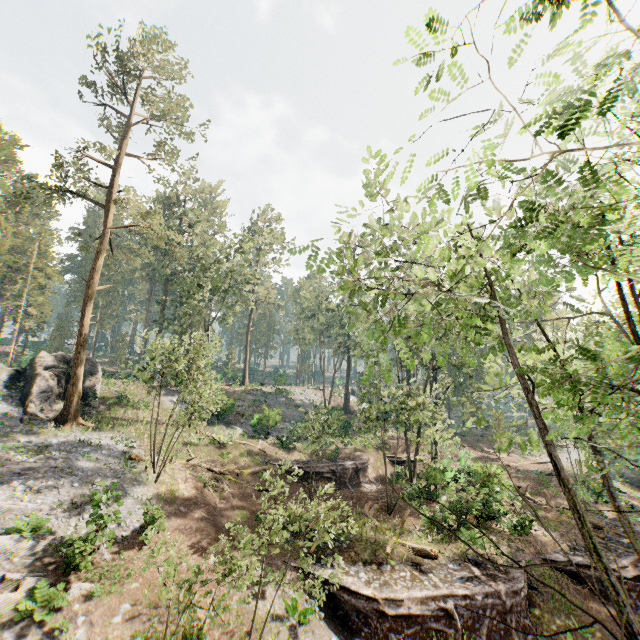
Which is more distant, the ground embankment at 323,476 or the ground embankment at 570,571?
the ground embankment at 323,476

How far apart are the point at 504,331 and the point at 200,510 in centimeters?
1926cm

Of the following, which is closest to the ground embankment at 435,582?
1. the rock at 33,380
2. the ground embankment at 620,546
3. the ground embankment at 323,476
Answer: the ground embankment at 620,546

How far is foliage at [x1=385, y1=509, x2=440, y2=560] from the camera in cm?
1656

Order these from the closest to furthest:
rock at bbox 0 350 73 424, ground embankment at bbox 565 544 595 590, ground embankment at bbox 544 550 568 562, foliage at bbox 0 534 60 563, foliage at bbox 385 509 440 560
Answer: foliage at bbox 0 534 60 563 < foliage at bbox 385 509 440 560 < ground embankment at bbox 565 544 595 590 < ground embankment at bbox 544 550 568 562 < rock at bbox 0 350 73 424

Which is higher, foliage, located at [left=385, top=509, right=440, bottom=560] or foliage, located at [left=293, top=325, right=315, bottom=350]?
foliage, located at [left=293, top=325, right=315, bottom=350]

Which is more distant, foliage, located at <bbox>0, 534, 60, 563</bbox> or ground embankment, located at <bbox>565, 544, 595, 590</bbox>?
ground embankment, located at <bbox>565, 544, 595, 590</bbox>
